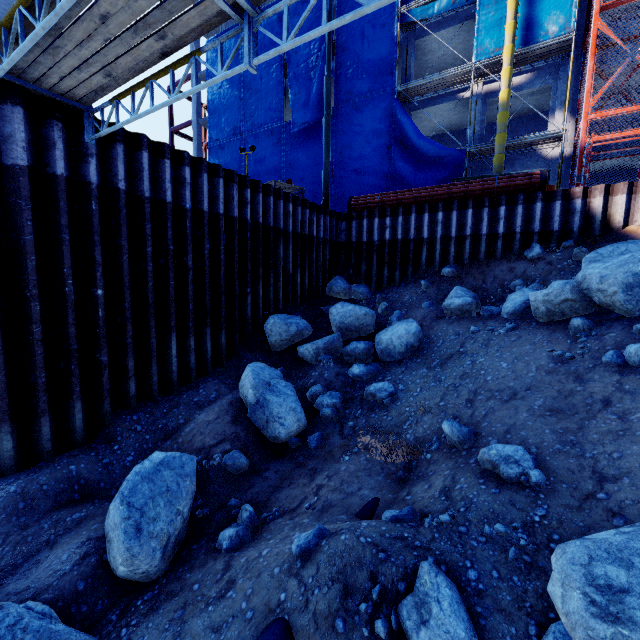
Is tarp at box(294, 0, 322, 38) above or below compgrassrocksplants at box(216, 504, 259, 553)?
above

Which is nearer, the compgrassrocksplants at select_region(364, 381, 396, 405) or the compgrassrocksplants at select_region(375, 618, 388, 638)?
the compgrassrocksplants at select_region(375, 618, 388, 638)

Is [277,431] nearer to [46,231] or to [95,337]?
[95,337]

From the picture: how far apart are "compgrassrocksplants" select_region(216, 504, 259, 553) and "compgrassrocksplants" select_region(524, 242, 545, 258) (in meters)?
10.50

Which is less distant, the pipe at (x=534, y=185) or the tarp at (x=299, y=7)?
the pipe at (x=534, y=185)

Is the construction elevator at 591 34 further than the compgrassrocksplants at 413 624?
Yes

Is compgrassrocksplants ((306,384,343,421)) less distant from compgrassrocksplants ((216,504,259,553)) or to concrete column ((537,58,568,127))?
compgrassrocksplants ((216,504,259,553))

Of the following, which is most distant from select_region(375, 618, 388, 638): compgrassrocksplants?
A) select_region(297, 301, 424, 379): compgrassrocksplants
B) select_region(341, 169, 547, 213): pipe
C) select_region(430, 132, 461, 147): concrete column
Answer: select_region(430, 132, 461, 147): concrete column
